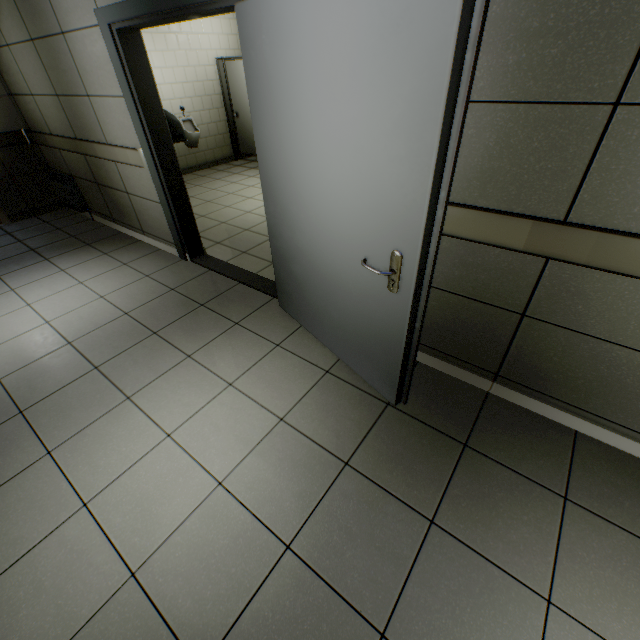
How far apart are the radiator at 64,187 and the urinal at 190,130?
2.6 meters

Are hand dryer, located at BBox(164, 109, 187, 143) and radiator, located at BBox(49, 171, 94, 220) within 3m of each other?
yes

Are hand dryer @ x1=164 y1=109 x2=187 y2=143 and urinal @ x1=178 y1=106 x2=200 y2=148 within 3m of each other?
no

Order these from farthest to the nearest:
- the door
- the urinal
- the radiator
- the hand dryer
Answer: the urinal, the radiator, the hand dryer, the door

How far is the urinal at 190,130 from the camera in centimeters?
656cm

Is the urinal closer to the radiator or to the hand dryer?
the radiator

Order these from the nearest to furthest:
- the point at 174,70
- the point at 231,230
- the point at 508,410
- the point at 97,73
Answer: the point at 508,410 → the point at 97,73 → the point at 231,230 → the point at 174,70

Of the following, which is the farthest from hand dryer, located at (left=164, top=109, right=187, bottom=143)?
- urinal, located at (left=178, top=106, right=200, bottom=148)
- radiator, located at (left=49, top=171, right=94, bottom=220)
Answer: urinal, located at (left=178, top=106, right=200, bottom=148)
